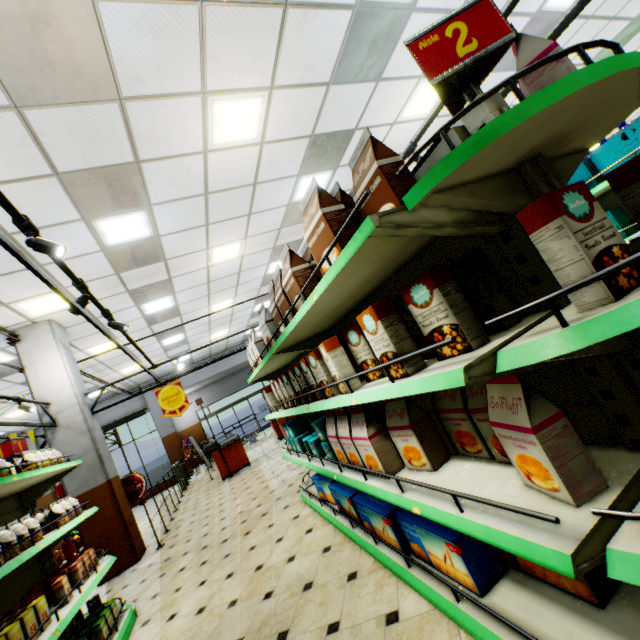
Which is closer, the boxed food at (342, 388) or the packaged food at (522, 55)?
the packaged food at (522, 55)

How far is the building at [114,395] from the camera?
14.0m

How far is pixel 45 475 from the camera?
3.3 meters

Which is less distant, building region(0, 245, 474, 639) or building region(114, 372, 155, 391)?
building region(0, 245, 474, 639)

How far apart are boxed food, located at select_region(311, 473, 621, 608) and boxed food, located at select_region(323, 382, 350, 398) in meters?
0.9 m

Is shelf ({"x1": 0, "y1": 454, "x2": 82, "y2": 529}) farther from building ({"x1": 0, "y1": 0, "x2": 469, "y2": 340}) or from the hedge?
the hedge

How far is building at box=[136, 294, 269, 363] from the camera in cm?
1095

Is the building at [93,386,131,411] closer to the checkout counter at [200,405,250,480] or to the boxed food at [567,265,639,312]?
the checkout counter at [200,405,250,480]
